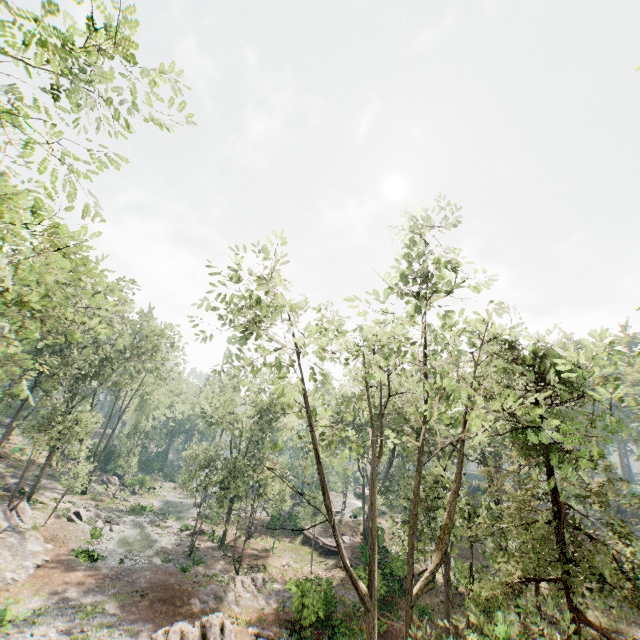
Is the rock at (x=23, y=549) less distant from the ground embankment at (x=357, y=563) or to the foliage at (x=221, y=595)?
the foliage at (x=221, y=595)

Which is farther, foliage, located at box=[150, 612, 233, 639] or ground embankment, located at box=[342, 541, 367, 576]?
ground embankment, located at box=[342, 541, 367, 576]

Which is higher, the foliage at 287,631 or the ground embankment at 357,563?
the ground embankment at 357,563

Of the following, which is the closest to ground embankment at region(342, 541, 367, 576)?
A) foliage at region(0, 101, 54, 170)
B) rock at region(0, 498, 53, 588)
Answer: foliage at region(0, 101, 54, 170)

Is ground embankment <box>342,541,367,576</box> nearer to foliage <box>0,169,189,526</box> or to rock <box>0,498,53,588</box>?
foliage <box>0,169,189,526</box>

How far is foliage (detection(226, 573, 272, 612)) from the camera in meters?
23.1 m

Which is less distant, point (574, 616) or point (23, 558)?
point (574, 616)
